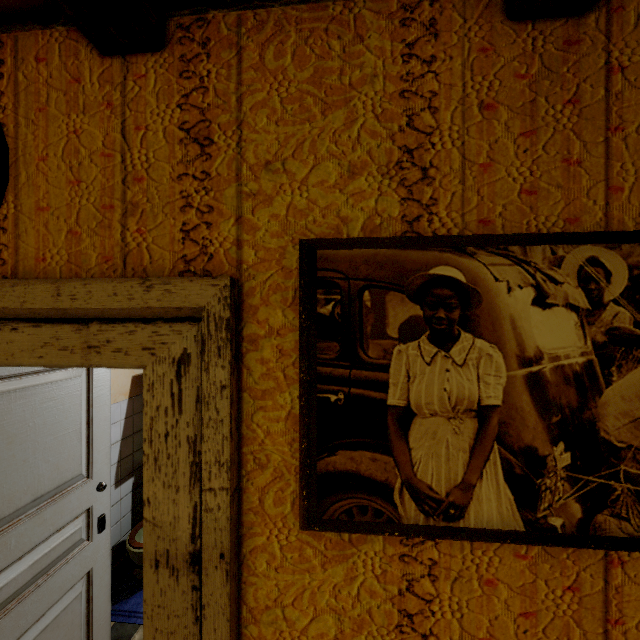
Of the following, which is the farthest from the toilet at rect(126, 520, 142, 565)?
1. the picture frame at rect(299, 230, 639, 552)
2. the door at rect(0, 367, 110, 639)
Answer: the picture frame at rect(299, 230, 639, 552)

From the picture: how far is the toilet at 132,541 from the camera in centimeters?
257cm

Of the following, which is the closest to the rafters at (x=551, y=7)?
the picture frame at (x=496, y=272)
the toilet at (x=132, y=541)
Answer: the picture frame at (x=496, y=272)

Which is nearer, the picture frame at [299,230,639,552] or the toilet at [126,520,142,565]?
the picture frame at [299,230,639,552]

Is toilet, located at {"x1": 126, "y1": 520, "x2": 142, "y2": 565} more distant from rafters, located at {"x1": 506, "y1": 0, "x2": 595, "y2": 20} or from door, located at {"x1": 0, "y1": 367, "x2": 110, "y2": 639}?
rafters, located at {"x1": 506, "y1": 0, "x2": 595, "y2": 20}

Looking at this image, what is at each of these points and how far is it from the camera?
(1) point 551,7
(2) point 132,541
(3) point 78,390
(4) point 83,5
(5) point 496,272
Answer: (1) rafters, 0.6 meters
(2) toilet, 2.6 meters
(3) door, 1.8 meters
(4) rafters, 0.6 meters
(5) picture frame, 0.6 meters

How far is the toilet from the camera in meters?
2.6

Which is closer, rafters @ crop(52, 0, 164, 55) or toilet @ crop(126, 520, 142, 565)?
rafters @ crop(52, 0, 164, 55)
